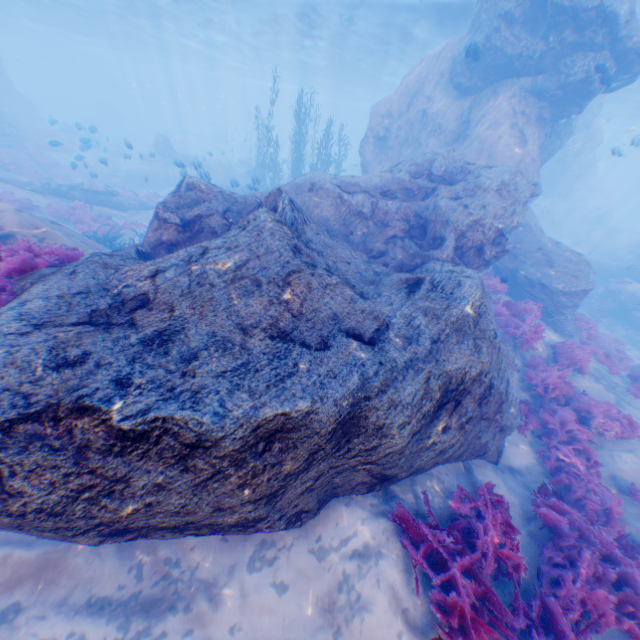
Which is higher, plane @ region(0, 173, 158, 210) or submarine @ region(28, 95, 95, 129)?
submarine @ region(28, 95, 95, 129)

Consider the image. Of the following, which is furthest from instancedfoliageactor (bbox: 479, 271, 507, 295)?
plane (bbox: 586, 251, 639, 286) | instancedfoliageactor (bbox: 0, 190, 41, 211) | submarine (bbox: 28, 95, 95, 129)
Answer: submarine (bbox: 28, 95, 95, 129)

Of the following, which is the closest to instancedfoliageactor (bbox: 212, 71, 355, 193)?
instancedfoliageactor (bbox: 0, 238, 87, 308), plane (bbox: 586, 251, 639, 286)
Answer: instancedfoliageactor (bbox: 0, 238, 87, 308)

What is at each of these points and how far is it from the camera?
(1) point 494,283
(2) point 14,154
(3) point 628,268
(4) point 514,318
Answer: (1) instancedfoliageactor, 11.8 meters
(2) instancedfoliageactor, 22.1 meters
(3) plane, 20.3 meters
(4) instancedfoliageactor, 10.2 meters

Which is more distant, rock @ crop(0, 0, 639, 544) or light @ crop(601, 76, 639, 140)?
light @ crop(601, 76, 639, 140)

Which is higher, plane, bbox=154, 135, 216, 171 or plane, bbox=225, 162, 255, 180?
plane, bbox=154, 135, 216, 171

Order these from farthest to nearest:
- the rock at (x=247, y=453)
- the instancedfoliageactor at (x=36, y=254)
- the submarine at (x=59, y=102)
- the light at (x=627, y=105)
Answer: the submarine at (x=59, y=102), the light at (x=627, y=105), the instancedfoliageactor at (x=36, y=254), the rock at (x=247, y=453)

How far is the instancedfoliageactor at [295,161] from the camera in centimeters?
2084cm
